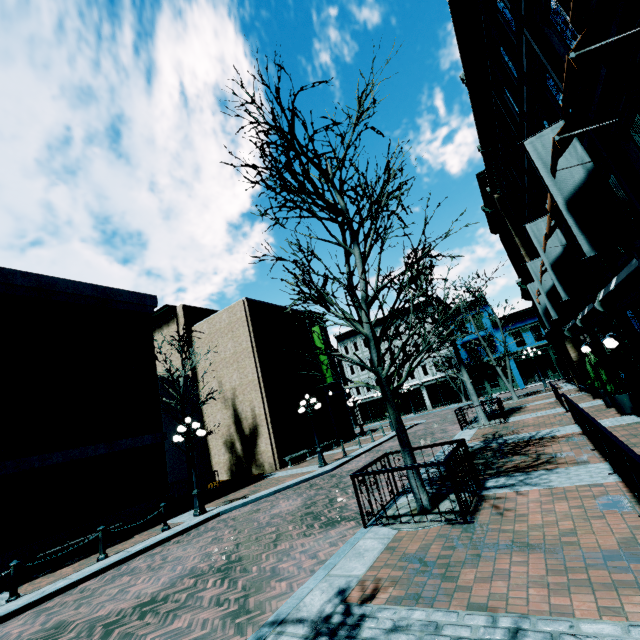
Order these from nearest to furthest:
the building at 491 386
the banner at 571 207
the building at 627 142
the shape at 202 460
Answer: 1. the building at 627 142
2. the banner at 571 207
3. the shape at 202 460
4. the building at 491 386

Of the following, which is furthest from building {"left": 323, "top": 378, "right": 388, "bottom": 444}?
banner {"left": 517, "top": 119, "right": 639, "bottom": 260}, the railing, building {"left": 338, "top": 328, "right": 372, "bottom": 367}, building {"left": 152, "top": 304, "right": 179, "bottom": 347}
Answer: building {"left": 338, "top": 328, "right": 372, "bottom": 367}

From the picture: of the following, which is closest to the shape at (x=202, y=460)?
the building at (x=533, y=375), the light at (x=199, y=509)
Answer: the light at (x=199, y=509)

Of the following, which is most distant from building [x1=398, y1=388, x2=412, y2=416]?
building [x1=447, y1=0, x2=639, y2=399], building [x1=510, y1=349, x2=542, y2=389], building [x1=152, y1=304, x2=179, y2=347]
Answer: building [x1=152, y1=304, x2=179, y2=347]

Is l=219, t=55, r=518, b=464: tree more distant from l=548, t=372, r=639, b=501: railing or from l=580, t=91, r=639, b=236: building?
l=580, t=91, r=639, b=236: building

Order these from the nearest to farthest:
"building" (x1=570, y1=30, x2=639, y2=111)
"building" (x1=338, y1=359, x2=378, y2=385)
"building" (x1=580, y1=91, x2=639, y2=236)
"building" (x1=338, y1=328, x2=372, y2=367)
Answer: "building" (x1=570, y1=30, x2=639, y2=111) < "building" (x1=580, y1=91, x2=639, y2=236) < "building" (x1=338, y1=359, x2=378, y2=385) < "building" (x1=338, y1=328, x2=372, y2=367)

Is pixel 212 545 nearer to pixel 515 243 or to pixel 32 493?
pixel 32 493

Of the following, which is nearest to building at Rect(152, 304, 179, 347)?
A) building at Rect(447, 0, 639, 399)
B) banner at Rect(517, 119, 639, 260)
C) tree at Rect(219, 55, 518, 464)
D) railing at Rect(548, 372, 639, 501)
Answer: building at Rect(447, 0, 639, 399)
